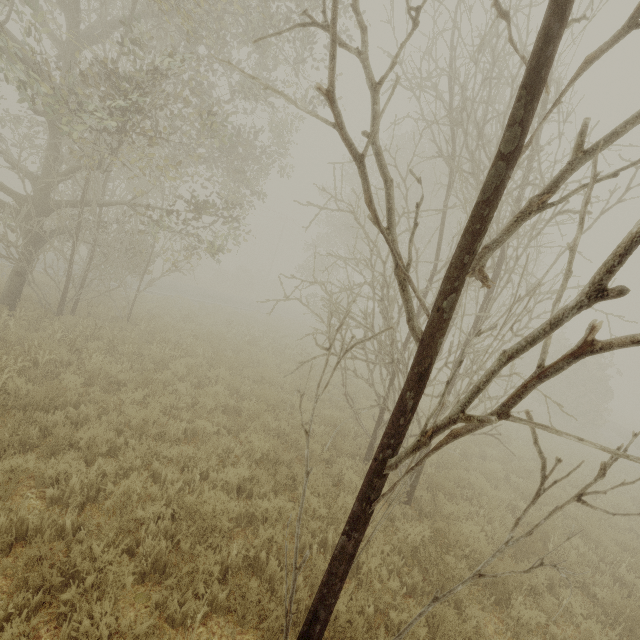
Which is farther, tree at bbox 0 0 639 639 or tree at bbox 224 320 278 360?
tree at bbox 224 320 278 360

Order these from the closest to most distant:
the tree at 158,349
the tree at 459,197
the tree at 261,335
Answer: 1. the tree at 459,197
2. the tree at 158,349
3. the tree at 261,335

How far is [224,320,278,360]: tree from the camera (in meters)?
13.80

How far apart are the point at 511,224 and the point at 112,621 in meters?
4.1

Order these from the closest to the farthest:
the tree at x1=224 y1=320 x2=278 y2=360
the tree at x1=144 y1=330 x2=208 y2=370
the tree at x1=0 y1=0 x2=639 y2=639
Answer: the tree at x1=0 y1=0 x2=639 y2=639
the tree at x1=144 y1=330 x2=208 y2=370
the tree at x1=224 y1=320 x2=278 y2=360

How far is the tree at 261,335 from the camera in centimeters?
1380cm

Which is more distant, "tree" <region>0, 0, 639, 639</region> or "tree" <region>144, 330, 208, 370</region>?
"tree" <region>144, 330, 208, 370</region>
